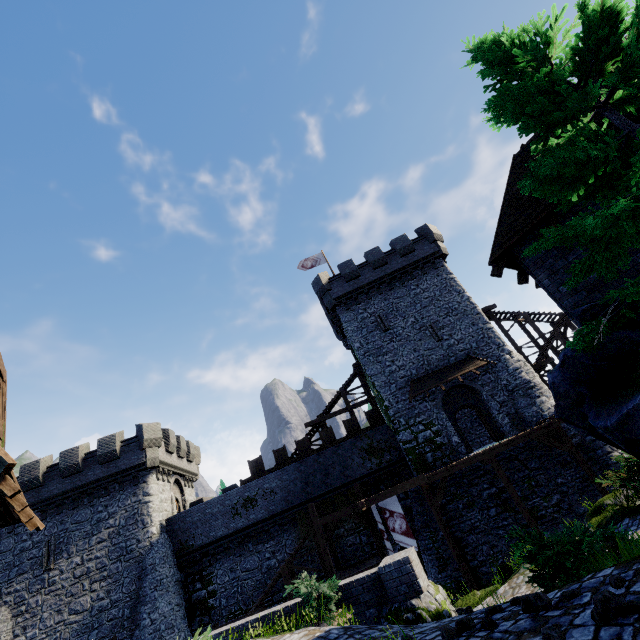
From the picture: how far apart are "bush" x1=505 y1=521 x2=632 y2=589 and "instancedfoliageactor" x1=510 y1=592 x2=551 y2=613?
1.9m

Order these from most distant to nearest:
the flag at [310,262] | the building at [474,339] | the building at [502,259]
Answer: the flag at [310,262] → the building at [474,339] → the building at [502,259]

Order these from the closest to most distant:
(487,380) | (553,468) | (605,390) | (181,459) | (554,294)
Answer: (605,390) < (554,294) < (553,468) < (487,380) < (181,459)

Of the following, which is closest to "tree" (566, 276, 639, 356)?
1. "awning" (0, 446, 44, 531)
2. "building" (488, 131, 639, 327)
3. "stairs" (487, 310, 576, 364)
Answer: "building" (488, 131, 639, 327)

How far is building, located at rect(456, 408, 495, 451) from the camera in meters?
27.2 m

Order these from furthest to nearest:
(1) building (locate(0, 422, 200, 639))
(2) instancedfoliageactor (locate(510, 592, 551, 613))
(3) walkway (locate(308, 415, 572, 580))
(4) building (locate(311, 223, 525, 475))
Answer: (4) building (locate(311, 223, 525, 475)), (1) building (locate(0, 422, 200, 639)), (3) walkway (locate(308, 415, 572, 580)), (2) instancedfoliageactor (locate(510, 592, 551, 613))

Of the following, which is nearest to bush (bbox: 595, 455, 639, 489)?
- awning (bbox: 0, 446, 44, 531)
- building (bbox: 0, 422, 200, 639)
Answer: awning (bbox: 0, 446, 44, 531)

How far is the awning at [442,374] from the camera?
21.7m
